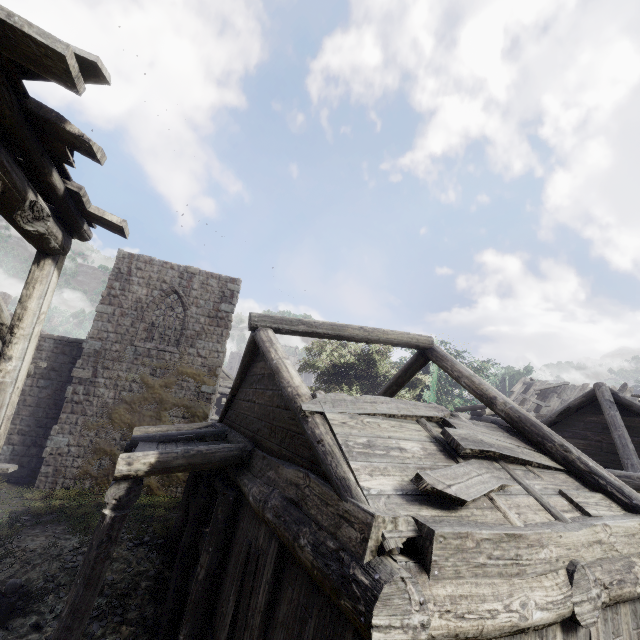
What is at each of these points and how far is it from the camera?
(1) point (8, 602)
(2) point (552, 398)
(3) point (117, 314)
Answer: (1) building, 7.1m
(2) wooden plank rubble, 23.4m
(3) building, 15.2m

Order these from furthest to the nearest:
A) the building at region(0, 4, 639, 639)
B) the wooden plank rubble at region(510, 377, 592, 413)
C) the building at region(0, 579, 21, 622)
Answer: the wooden plank rubble at region(510, 377, 592, 413) < the building at region(0, 579, 21, 622) < the building at region(0, 4, 639, 639)

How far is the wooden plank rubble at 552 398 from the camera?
22.83m

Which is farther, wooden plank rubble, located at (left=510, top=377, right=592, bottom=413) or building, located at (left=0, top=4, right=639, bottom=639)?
wooden plank rubble, located at (left=510, top=377, right=592, bottom=413)

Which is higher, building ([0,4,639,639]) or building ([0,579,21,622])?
building ([0,4,639,639])

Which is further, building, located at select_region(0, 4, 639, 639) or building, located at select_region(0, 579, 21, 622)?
building, located at select_region(0, 579, 21, 622)

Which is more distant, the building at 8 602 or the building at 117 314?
the building at 8 602
